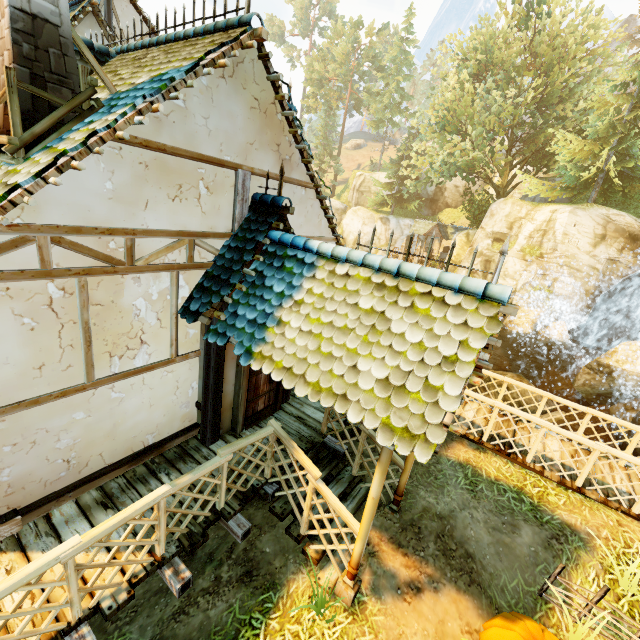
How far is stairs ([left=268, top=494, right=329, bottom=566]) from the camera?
4.8m

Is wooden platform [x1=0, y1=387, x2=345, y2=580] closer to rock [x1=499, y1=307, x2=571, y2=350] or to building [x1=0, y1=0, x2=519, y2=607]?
building [x1=0, y1=0, x2=519, y2=607]

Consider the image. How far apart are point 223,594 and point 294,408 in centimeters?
329cm

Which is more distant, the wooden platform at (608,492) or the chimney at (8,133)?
the wooden platform at (608,492)

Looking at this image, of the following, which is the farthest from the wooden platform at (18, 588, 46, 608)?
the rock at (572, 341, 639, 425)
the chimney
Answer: the rock at (572, 341, 639, 425)

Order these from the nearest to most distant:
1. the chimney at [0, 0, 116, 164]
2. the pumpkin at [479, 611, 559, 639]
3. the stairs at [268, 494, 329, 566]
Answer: the chimney at [0, 0, 116, 164] < the pumpkin at [479, 611, 559, 639] < the stairs at [268, 494, 329, 566]

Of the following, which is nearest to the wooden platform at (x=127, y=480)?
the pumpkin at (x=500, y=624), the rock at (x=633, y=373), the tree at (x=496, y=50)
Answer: the pumpkin at (x=500, y=624)

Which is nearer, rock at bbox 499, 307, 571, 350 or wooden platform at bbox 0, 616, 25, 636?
wooden platform at bbox 0, 616, 25, 636
